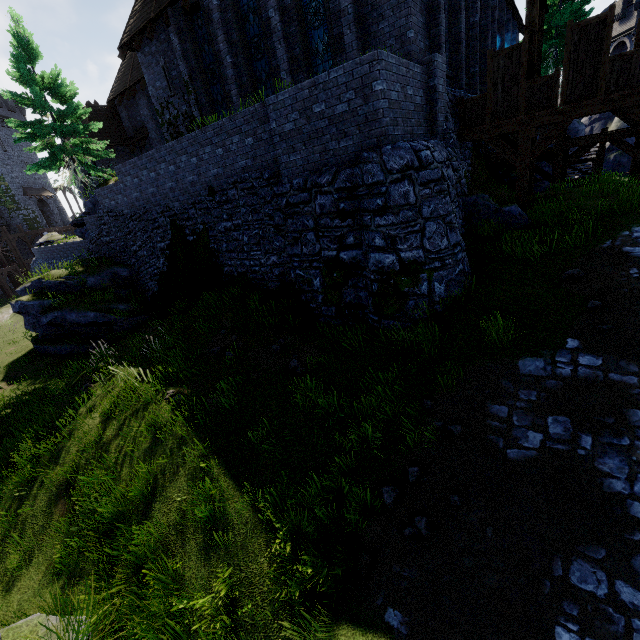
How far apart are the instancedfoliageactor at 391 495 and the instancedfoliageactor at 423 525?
0.4m

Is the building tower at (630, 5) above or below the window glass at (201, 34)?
above

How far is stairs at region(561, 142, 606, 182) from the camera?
15.7m

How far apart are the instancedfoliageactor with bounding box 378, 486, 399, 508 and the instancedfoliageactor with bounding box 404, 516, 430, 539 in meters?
0.4 m

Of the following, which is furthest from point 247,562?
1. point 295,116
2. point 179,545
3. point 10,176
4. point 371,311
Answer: point 10,176

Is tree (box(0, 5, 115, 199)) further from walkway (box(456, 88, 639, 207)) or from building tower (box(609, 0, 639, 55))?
building tower (box(609, 0, 639, 55))

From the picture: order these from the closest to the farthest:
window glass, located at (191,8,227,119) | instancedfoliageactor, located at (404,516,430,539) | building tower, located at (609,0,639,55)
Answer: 1. instancedfoliageactor, located at (404,516,430,539)
2. window glass, located at (191,8,227,119)
3. building tower, located at (609,0,639,55)

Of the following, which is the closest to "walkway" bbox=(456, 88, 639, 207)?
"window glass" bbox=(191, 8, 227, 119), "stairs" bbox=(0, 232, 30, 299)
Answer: "window glass" bbox=(191, 8, 227, 119)
